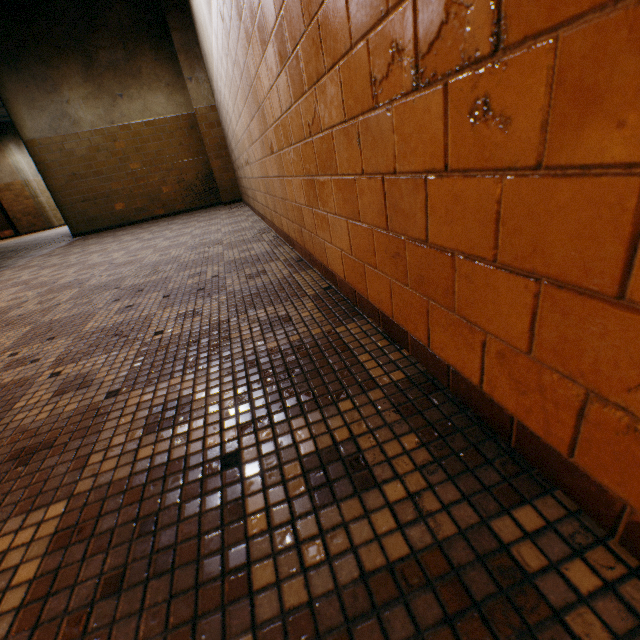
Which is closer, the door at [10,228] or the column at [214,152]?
the column at [214,152]

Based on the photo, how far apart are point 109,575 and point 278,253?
2.16m

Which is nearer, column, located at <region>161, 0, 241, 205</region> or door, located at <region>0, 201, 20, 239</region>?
column, located at <region>161, 0, 241, 205</region>
